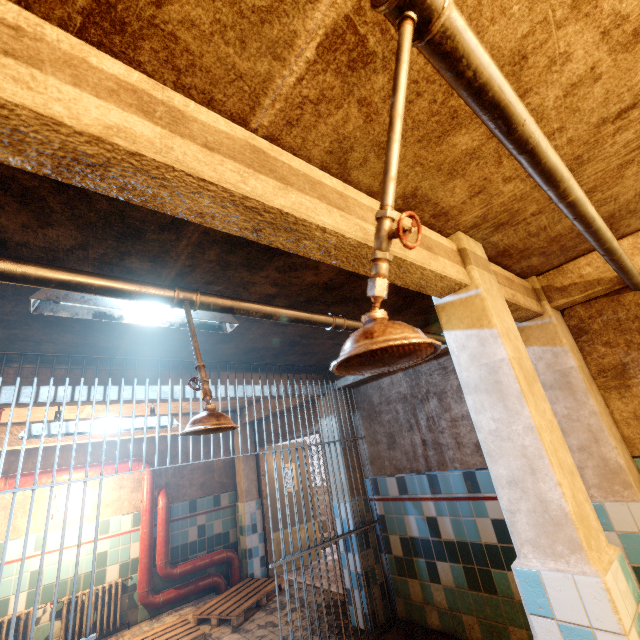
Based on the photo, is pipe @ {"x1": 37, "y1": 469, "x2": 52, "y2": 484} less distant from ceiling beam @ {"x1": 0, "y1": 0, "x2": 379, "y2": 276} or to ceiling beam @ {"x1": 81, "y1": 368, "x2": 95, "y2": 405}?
ceiling beam @ {"x1": 81, "y1": 368, "x2": 95, "y2": 405}

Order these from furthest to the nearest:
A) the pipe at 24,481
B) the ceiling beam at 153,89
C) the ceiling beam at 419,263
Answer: the pipe at 24,481
the ceiling beam at 419,263
the ceiling beam at 153,89

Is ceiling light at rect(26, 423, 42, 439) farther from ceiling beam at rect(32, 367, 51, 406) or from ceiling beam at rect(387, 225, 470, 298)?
ceiling beam at rect(387, 225, 470, 298)

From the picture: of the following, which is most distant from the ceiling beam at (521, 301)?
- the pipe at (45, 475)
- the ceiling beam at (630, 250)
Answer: the pipe at (45, 475)

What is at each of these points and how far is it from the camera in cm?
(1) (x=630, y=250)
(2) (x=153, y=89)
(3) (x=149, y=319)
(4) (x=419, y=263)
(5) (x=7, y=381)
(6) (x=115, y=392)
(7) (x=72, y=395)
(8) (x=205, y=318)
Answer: (1) ceiling beam, 234
(2) ceiling beam, 89
(3) ceiling light, 220
(4) ceiling beam, 154
(5) ceiling beam, 257
(6) ceiling beam, 300
(7) ceiling beam, 279
(8) ceiling light, 228

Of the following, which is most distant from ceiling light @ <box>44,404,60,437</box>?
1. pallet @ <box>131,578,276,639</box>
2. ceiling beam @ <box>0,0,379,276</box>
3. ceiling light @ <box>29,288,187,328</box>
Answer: pallet @ <box>131,578,276,639</box>

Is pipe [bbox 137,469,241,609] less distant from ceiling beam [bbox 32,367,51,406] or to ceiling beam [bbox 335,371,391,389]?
ceiling beam [bbox 32,367,51,406]

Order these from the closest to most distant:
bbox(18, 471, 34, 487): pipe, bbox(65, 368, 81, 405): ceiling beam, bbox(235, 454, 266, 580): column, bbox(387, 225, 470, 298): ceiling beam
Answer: bbox(387, 225, 470, 298): ceiling beam, bbox(65, 368, 81, 405): ceiling beam, bbox(18, 471, 34, 487): pipe, bbox(235, 454, 266, 580): column
